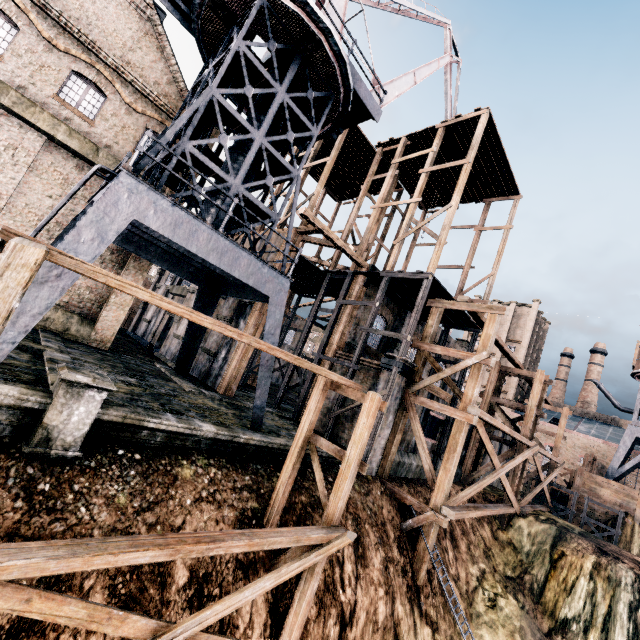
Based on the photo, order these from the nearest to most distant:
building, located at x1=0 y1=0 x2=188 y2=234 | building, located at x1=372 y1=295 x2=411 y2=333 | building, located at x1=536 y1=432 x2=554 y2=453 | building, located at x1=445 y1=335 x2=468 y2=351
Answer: building, located at x1=0 y1=0 x2=188 y2=234 < building, located at x1=372 y1=295 x2=411 y2=333 < building, located at x1=445 y1=335 x2=468 y2=351 < building, located at x1=536 y1=432 x2=554 y2=453

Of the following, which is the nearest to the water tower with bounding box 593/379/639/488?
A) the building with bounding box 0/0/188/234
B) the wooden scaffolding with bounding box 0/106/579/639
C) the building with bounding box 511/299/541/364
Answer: the building with bounding box 511/299/541/364

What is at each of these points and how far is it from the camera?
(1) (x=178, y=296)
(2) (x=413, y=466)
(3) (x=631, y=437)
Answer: (1) building, 32.6m
(2) building, 20.2m
(3) water tower, 34.9m

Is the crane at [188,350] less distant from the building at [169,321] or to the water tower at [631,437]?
the building at [169,321]

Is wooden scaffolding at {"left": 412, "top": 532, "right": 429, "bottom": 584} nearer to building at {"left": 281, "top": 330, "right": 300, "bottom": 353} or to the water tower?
building at {"left": 281, "top": 330, "right": 300, "bottom": 353}

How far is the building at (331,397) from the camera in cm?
1982

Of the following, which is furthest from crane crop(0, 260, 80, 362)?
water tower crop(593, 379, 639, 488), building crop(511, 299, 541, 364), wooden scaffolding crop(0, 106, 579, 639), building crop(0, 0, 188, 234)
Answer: building crop(511, 299, 541, 364)

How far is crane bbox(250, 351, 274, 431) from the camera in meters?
13.3 m
